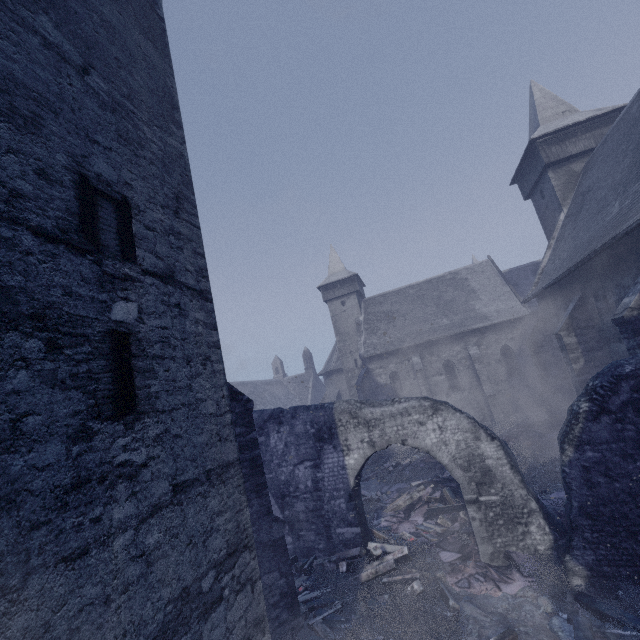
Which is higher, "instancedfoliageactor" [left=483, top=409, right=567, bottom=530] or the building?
the building

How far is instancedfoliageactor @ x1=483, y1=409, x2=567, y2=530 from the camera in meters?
9.7

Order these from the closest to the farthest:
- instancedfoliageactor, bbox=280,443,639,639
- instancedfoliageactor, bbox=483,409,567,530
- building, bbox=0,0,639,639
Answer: building, bbox=0,0,639,639
instancedfoliageactor, bbox=280,443,639,639
instancedfoliageactor, bbox=483,409,567,530

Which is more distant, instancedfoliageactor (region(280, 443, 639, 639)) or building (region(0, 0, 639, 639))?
instancedfoliageactor (region(280, 443, 639, 639))

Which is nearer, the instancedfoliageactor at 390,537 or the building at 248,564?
the building at 248,564

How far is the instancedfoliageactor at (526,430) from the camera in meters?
9.7 m

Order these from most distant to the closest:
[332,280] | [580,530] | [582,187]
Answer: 1. [332,280]
2. [582,187]
3. [580,530]
